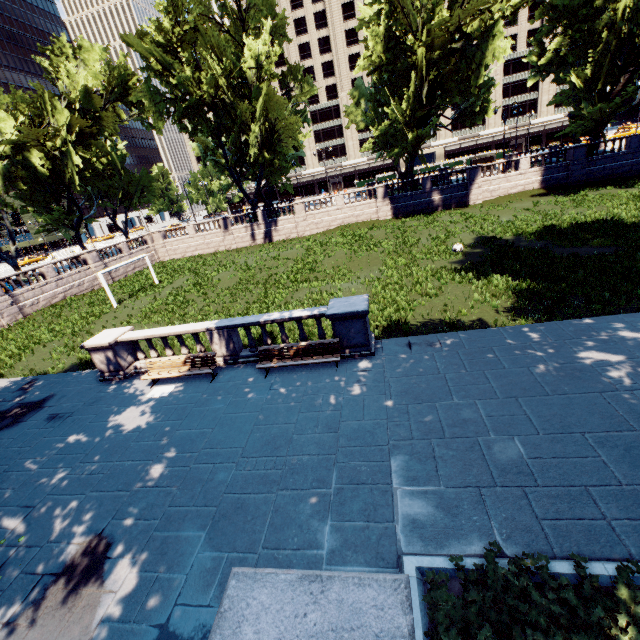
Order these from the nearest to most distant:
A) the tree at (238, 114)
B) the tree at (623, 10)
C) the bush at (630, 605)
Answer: the bush at (630, 605) → the tree at (623, 10) → the tree at (238, 114)

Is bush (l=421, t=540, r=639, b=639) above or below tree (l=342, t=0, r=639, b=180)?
below

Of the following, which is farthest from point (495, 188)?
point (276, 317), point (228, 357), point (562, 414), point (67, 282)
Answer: point (67, 282)

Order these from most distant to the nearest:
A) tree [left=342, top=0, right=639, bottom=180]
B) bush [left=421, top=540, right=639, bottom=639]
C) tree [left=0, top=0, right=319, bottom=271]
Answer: tree [left=0, top=0, right=319, bottom=271] → tree [left=342, top=0, right=639, bottom=180] → bush [left=421, top=540, right=639, bottom=639]

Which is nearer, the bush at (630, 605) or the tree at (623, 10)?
the bush at (630, 605)

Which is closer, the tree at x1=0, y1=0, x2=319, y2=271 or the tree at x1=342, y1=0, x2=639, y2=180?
the tree at x1=342, y1=0, x2=639, y2=180

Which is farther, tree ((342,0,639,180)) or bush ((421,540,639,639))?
tree ((342,0,639,180))
